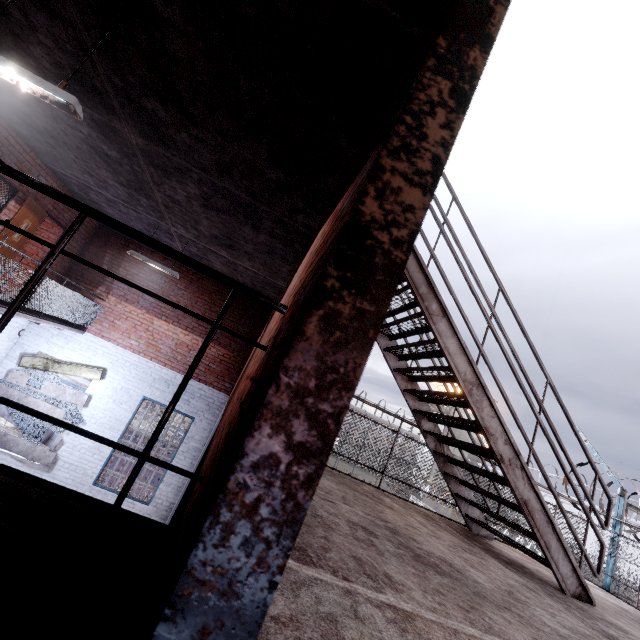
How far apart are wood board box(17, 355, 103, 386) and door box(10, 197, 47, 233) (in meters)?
2.25

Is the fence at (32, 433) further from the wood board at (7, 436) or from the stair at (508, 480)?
the stair at (508, 480)

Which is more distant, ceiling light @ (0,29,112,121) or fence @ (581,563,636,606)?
fence @ (581,563,636,606)

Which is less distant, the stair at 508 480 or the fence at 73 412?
the stair at 508 480

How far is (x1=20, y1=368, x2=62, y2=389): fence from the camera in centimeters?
852cm

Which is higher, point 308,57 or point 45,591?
point 308,57

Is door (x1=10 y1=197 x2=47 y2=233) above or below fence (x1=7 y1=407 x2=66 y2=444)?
above

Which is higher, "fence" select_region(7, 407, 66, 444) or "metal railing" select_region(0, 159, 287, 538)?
"metal railing" select_region(0, 159, 287, 538)
